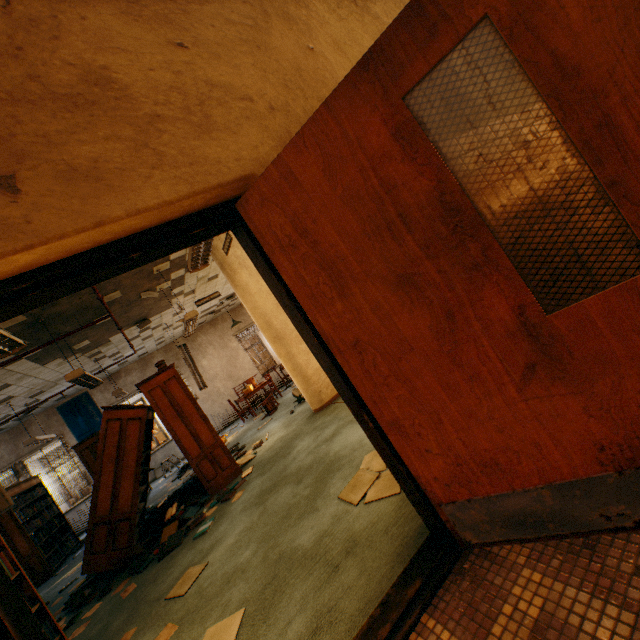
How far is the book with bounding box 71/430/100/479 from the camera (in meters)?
7.80

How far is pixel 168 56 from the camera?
Answer: 1.59m

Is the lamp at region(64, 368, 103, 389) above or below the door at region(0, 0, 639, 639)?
above

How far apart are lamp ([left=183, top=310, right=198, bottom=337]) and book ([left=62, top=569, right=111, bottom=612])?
4.0 meters

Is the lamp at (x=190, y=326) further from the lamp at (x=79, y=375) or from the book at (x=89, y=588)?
the book at (x=89, y=588)

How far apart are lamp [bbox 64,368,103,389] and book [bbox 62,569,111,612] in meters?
2.9

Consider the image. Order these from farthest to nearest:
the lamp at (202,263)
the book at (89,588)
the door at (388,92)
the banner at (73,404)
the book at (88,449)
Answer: the banner at (73,404) → the book at (88,449) → the book at (89,588) → the lamp at (202,263) → the door at (388,92)

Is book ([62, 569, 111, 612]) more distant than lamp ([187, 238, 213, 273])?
Yes
